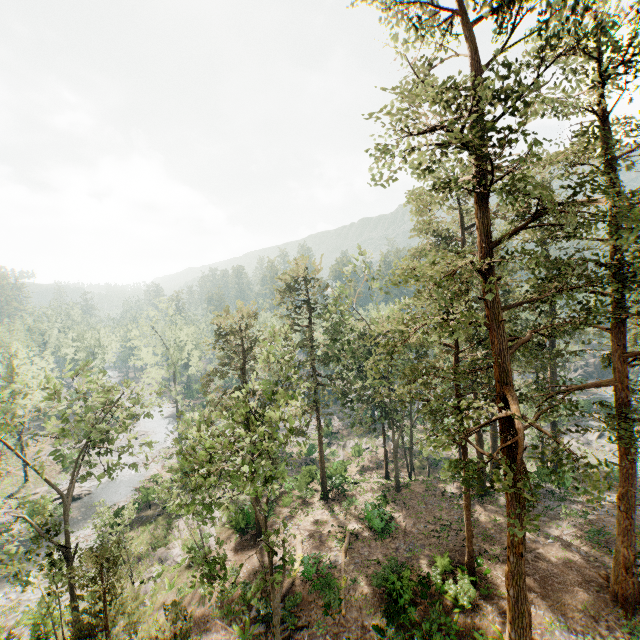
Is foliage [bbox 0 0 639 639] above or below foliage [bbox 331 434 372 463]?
above

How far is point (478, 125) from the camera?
13.0m

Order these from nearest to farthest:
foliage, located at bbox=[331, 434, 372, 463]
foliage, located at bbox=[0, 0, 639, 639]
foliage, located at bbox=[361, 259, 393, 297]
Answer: foliage, located at bbox=[0, 0, 639, 639]
foliage, located at bbox=[361, 259, 393, 297]
foliage, located at bbox=[331, 434, 372, 463]

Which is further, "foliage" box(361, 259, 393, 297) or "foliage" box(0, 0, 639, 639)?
"foliage" box(361, 259, 393, 297)

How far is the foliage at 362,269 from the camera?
26.19m

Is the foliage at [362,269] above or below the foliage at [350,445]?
above

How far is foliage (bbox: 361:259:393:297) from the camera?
26.2 meters
